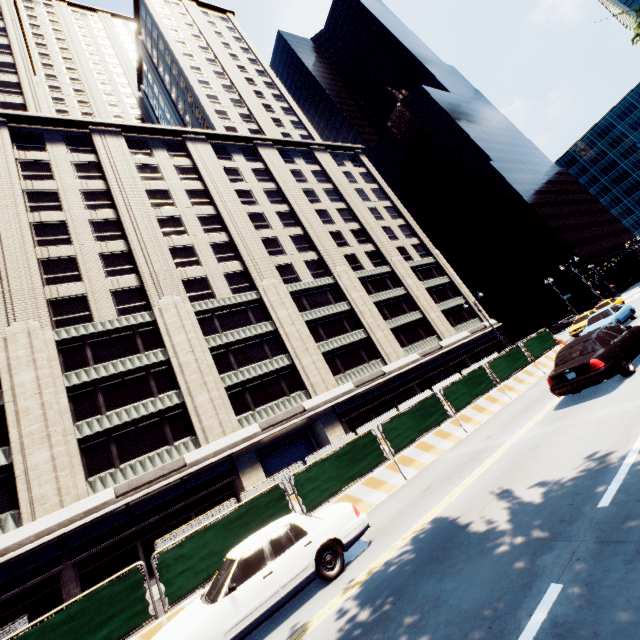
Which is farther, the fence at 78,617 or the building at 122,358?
the building at 122,358

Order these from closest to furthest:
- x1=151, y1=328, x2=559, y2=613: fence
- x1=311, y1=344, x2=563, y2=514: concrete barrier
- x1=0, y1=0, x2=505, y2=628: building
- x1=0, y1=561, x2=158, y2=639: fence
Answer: x1=0, y1=561, x2=158, y2=639: fence → x1=151, y1=328, x2=559, y2=613: fence → x1=311, y1=344, x2=563, y2=514: concrete barrier → x1=0, y1=0, x2=505, y2=628: building

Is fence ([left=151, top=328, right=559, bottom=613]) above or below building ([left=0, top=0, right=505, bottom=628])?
below

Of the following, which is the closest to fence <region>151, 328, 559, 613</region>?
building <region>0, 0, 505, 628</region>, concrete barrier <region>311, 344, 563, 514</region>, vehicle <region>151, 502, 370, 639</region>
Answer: concrete barrier <region>311, 344, 563, 514</region>

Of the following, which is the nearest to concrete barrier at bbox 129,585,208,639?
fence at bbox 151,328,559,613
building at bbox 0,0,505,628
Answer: fence at bbox 151,328,559,613

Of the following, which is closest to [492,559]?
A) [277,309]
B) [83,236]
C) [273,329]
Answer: [273,329]

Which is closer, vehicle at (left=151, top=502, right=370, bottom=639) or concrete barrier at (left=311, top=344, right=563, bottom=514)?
vehicle at (left=151, top=502, right=370, bottom=639)

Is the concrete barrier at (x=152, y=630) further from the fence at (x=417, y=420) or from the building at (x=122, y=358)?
the building at (x=122, y=358)
